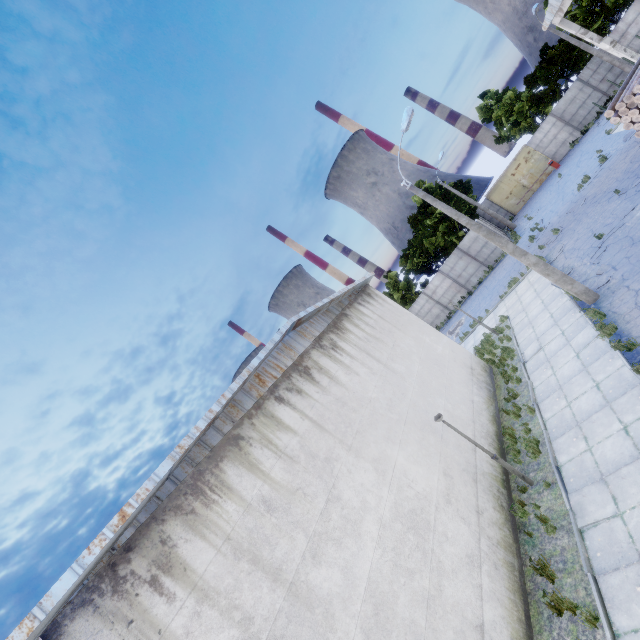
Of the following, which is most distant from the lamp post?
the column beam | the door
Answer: the door

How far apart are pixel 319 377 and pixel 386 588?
5.4 meters

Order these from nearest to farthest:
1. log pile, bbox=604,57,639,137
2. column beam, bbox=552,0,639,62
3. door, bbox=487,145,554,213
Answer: log pile, bbox=604,57,639,137
column beam, bbox=552,0,639,62
door, bbox=487,145,554,213

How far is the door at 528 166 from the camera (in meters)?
32.78

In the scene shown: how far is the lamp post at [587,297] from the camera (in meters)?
12.55

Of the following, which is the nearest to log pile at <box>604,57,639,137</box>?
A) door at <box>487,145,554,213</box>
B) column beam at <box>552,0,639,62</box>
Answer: column beam at <box>552,0,639,62</box>

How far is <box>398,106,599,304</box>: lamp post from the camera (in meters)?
12.55

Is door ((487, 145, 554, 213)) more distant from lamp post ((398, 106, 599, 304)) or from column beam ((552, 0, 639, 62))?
lamp post ((398, 106, 599, 304))
